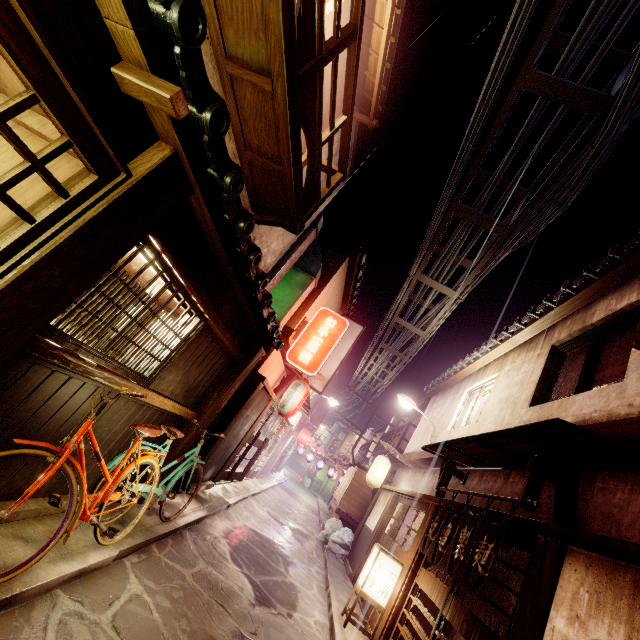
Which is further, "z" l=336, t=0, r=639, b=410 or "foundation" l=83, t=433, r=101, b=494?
"z" l=336, t=0, r=639, b=410

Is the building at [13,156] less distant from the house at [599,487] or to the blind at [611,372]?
the house at [599,487]

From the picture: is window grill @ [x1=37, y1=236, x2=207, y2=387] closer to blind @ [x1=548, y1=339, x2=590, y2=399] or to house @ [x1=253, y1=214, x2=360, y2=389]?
house @ [x1=253, y1=214, x2=360, y2=389]

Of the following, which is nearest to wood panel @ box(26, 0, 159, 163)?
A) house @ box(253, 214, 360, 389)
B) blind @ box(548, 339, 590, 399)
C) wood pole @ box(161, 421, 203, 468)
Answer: wood pole @ box(161, 421, 203, 468)

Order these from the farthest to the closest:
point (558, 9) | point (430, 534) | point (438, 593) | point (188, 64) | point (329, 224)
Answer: point (329, 224) < point (430, 534) < point (438, 593) < point (558, 9) < point (188, 64)

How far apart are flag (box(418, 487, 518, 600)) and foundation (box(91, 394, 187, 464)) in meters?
8.8

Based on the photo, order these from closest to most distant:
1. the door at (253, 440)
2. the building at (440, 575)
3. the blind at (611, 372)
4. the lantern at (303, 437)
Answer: the blind at (611, 372) < the building at (440, 575) < the door at (253, 440) < the lantern at (303, 437)

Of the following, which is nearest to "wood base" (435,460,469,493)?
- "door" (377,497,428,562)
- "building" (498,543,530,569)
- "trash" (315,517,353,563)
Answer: "door" (377,497,428,562)
